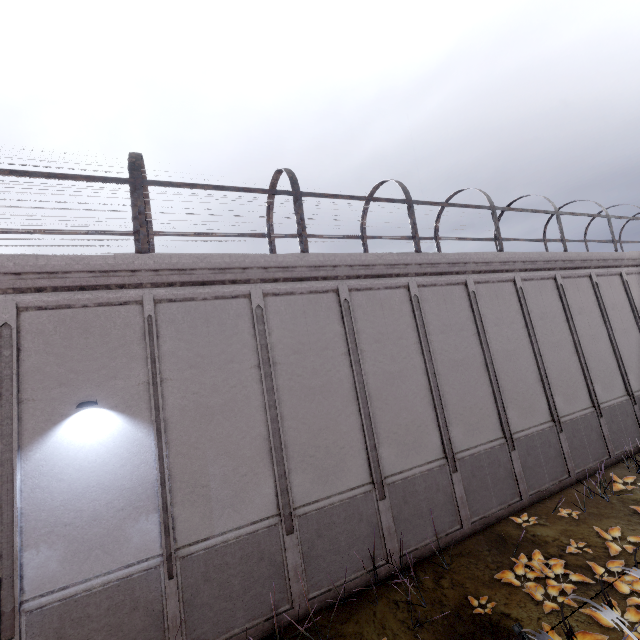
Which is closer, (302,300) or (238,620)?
(238,620)
